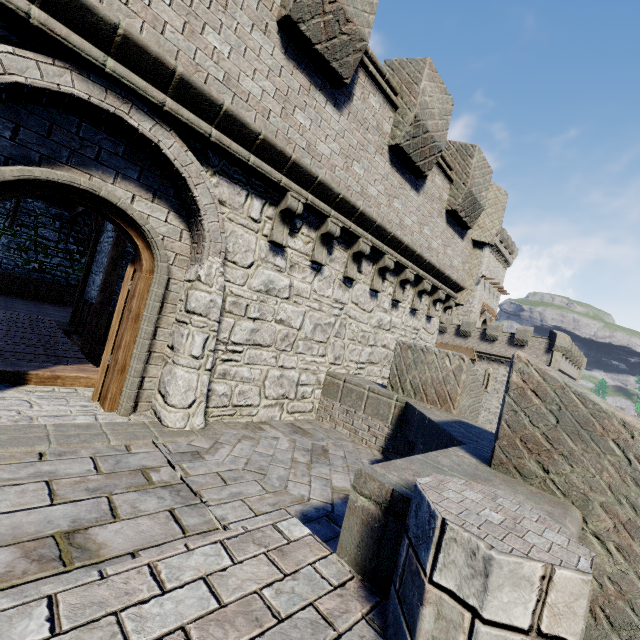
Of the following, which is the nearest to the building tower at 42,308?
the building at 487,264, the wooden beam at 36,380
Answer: the wooden beam at 36,380

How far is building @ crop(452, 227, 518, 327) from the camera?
45.5m

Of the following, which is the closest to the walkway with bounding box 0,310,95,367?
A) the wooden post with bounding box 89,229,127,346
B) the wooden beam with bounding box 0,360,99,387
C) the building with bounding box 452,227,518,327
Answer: the wooden beam with bounding box 0,360,99,387

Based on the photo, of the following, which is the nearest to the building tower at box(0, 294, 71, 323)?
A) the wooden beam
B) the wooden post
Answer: the wooden beam

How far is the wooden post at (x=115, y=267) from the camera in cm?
894

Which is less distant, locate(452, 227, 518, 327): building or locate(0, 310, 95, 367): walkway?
locate(0, 310, 95, 367): walkway

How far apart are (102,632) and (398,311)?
8.1 meters

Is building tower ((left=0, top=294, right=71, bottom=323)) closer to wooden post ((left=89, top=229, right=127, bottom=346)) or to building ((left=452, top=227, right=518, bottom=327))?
wooden post ((left=89, top=229, right=127, bottom=346))
